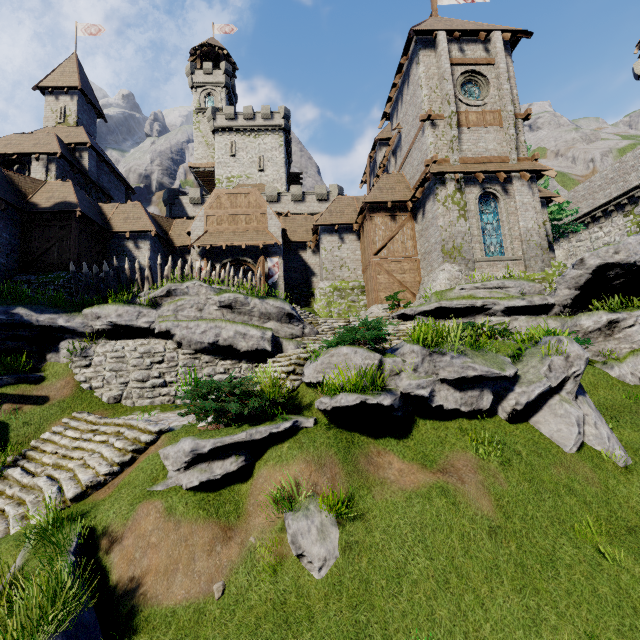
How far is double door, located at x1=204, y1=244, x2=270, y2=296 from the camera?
21.6m

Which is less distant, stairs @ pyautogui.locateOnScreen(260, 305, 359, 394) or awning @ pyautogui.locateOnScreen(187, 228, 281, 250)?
stairs @ pyautogui.locateOnScreen(260, 305, 359, 394)

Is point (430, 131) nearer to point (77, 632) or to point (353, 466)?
point (353, 466)

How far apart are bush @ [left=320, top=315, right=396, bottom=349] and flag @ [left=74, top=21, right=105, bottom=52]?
43.6m

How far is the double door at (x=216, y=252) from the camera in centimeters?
2164cm

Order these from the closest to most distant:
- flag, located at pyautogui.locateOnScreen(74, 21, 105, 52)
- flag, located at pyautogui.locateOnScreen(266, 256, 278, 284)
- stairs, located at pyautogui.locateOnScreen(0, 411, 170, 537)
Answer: stairs, located at pyautogui.locateOnScreen(0, 411, 170, 537)
flag, located at pyautogui.locateOnScreen(266, 256, 278, 284)
flag, located at pyautogui.locateOnScreen(74, 21, 105, 52)

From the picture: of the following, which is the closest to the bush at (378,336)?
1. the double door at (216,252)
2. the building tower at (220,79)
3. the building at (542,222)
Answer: the building at (542,222)

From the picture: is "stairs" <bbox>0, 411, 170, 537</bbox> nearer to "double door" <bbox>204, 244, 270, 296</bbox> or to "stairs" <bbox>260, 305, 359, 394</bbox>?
"stairs" <bbox>260, 305, 359, 394</bbox>
